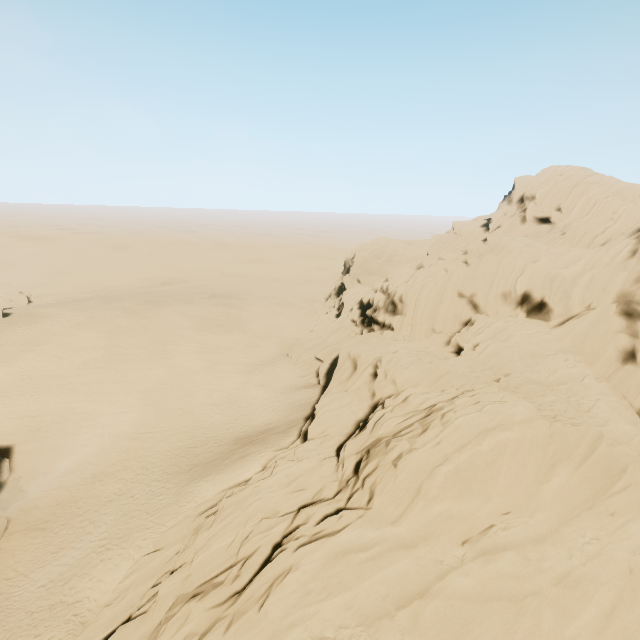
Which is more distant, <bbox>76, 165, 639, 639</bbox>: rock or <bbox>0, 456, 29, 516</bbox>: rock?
<bbox>0, 456, 29, 516</bbox>: rock

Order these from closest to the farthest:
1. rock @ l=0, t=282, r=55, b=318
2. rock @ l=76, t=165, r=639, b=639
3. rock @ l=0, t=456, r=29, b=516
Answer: rock @ l=76, t=165, r=639, b=639 < rock @ l=0, t=456, r=29, b=516 < rock @ l=0, t=282, r=55, b=318

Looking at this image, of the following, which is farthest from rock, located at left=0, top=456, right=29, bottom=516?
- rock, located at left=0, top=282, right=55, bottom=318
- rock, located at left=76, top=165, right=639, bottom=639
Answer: rock, located at left=0, top=282, right=55, bottom=318

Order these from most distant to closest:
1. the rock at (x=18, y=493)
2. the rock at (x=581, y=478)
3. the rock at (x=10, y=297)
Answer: the rock at (x=10, y=297) < the rock at (x=18, y=493) < the rock at (x=581, y=478)

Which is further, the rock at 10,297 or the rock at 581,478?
the rock at 10,297

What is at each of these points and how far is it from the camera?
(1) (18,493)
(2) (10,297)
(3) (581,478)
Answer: (1) rock, 22.6 meters
(2) rock, 53.0 meters
(3) rock, 13.7 meters

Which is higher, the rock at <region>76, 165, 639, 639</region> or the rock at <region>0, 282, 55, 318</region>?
the rock at <region>76, 165, 639, 639</region>
